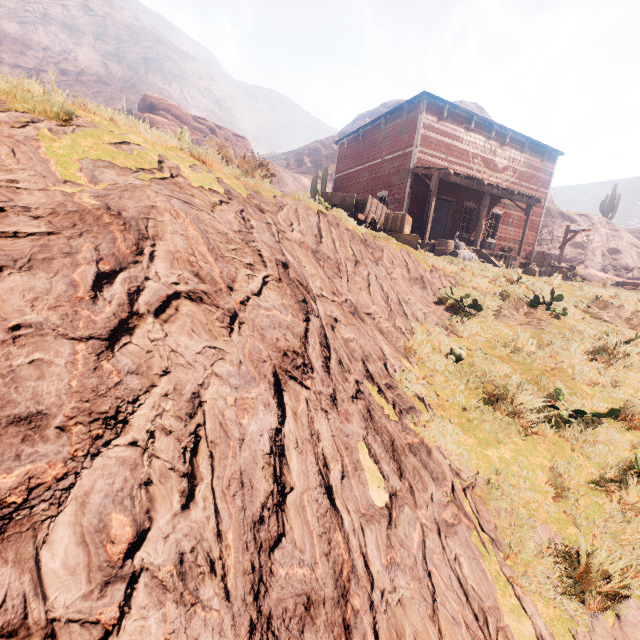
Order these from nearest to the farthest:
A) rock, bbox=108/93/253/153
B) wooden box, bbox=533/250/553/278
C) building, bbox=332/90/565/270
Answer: rock, bbox=108/93/253/153 < building, bbox=332/90/565/270 < wooden box, bbox=533/250/553/278

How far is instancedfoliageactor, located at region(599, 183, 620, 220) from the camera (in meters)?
34.91

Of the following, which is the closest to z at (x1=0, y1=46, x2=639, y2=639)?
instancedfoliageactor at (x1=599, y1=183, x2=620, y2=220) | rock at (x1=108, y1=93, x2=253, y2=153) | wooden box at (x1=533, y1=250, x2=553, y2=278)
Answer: rock at (x1=108, y1=93, x2=253, y2=153)

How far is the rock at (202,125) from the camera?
4.38m

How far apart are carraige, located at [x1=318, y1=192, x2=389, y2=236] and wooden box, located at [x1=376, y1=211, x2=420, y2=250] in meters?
0.0 m

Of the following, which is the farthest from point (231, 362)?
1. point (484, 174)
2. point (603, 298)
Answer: point (484, 174)

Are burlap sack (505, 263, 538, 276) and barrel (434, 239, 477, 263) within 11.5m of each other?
yes

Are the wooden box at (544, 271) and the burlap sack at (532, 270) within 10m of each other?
yes
